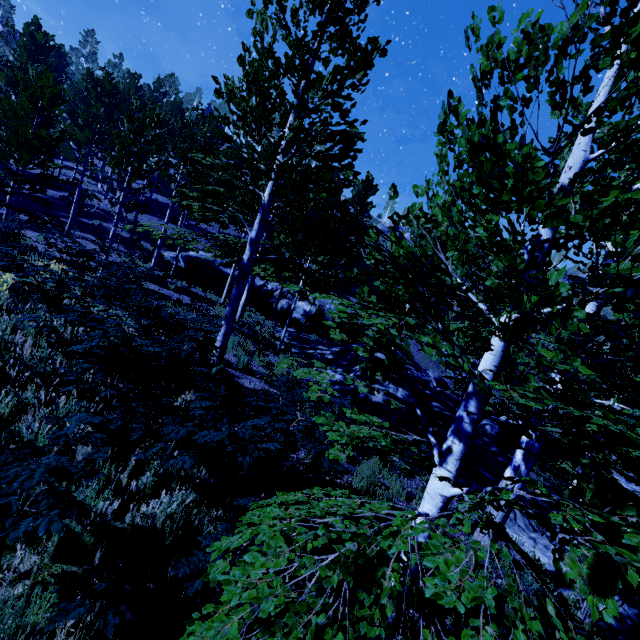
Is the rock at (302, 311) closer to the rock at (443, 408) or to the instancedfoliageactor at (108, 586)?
the instancedfoliageactor at (108, 586)

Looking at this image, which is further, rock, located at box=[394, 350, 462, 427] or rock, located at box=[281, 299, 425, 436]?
rock, located at box=[394, 350, 462, 427]

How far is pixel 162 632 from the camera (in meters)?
2.56

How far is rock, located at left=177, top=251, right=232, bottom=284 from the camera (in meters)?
23.00

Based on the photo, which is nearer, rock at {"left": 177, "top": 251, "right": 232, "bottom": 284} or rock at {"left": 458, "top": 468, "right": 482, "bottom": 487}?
rock at {"left": 458, "top": 468, "right": 482, "bottom": 487}

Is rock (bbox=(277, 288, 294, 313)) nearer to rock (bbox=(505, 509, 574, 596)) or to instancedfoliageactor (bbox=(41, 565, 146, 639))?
instancedfoliageactor (bbox=(41, 565, 146, 639))
